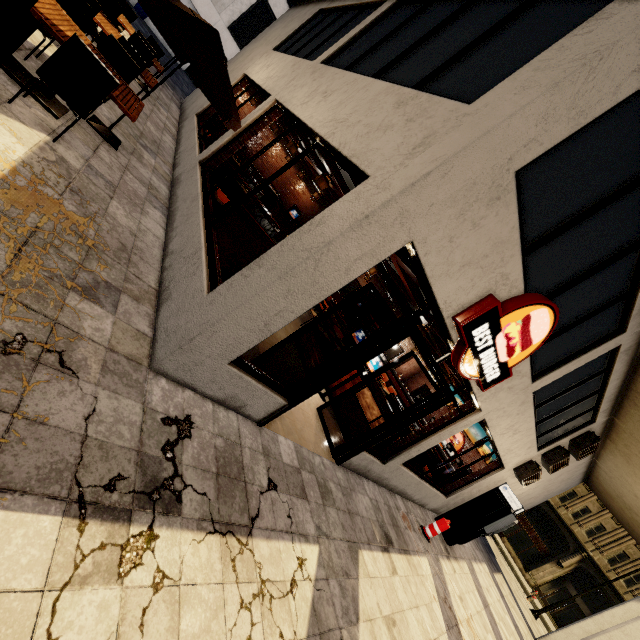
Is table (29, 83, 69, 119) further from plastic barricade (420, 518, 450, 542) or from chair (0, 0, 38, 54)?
plastic barricade (420, 518, 450, 542)

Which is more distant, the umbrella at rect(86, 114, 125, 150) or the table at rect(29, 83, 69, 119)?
the umbrella at rect(86, 114, 125, 150)

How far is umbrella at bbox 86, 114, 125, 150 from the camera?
4.93m

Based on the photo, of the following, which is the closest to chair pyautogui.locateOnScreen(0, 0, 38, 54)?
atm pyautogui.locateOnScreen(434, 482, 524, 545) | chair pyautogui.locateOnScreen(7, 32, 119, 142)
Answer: chair pyautogui.locateOnScreen(7, 32, 119, 142)

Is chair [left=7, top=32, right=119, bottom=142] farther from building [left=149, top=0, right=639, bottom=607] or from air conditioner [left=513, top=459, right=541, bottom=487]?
air conditioner [left=513, top=459, right=541, bottom=487]

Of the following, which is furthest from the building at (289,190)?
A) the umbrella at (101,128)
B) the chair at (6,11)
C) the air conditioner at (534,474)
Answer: the chair at (6,11)

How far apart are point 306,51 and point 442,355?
7.8m

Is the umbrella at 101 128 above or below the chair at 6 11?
below
